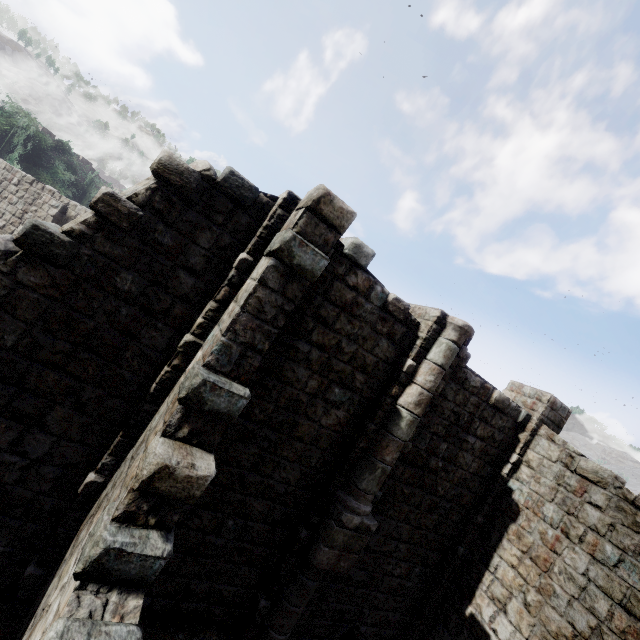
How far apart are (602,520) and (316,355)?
7.55m
